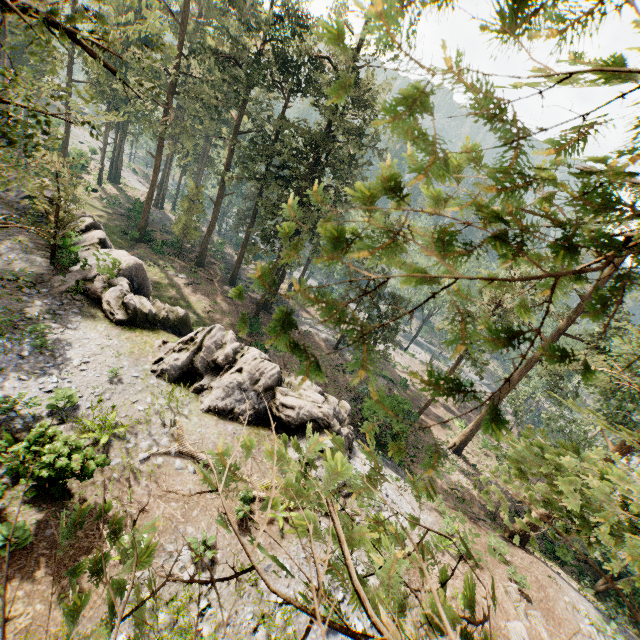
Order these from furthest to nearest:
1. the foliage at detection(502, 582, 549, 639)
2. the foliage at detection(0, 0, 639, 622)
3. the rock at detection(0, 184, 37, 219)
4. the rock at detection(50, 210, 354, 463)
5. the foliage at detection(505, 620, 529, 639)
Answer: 1. the rock at detection(0, 184, 37, 219)
2. the rock at detection(50, 210, 354, 463)
3. the foliage at detection(502, 582, 549, 639)
4. the foliage at detection(505, 620, 529, 639)
5. the foliage at detection(0, 0, 639, 622)

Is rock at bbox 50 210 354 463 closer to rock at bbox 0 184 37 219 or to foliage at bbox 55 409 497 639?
rock at bbox 0 184 37 219

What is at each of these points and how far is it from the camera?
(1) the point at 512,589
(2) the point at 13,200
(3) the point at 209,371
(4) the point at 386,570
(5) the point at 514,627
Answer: (1) foliage, 15.1 meters
(2) rock, 25.3 meters
(3) rock, 17.5 meters
(4) foliage, 1.4 meters
(5) foliage, 13.6 meters

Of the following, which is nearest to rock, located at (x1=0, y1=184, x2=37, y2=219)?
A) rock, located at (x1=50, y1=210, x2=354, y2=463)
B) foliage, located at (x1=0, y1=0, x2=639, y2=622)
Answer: rock, located at (x1=50, y1=210, x2=354, y2=463)

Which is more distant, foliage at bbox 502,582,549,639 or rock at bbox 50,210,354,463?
rock at bbox 50,210,354,463

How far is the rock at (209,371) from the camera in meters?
16.8 m

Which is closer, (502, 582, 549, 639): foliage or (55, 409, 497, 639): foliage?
(55, 409, 497, 639): foliage

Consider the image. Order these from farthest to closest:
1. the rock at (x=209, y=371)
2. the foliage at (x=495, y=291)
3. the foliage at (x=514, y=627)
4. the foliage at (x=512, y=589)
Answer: the rock at (x=209, y=371)
the foliage at (x=512, y=589)
the foliage at (x=514, y=627)
the foliage at (x=495, y=291)
